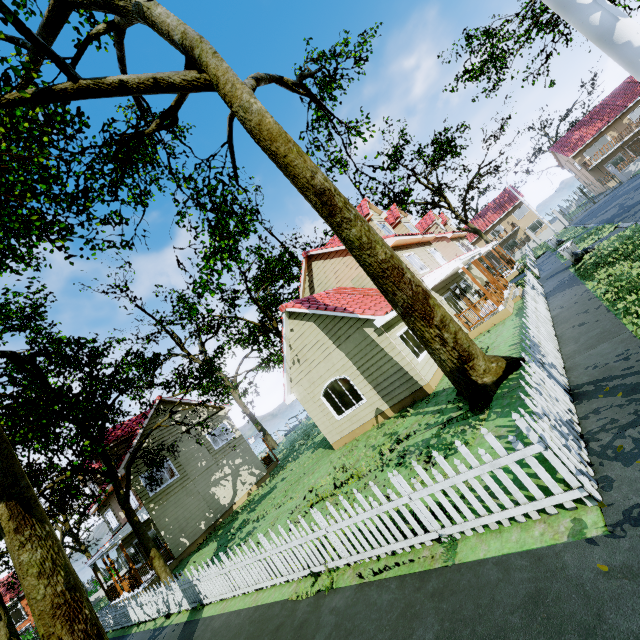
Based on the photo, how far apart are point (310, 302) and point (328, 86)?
15.13m

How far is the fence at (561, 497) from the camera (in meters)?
3.61

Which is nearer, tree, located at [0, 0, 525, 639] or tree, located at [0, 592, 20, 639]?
tree, located at [0, 0, 525, 639]

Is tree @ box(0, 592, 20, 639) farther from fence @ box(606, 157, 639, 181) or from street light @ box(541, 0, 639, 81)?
street light @ box(541, 0, 639, 81)

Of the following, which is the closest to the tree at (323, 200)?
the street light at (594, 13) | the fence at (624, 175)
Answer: the fence at (624, 175)

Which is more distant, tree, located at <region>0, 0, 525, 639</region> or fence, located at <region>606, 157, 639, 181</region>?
fence, located at <region>606, 157, 639, 181</region>

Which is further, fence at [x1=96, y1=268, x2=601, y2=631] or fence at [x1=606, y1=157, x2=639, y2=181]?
fence at [x1=606, y1=157, x2=639, y2=181]

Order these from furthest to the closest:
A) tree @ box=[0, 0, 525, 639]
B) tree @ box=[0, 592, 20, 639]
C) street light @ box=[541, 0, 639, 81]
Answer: tree @ box=[0, 592, 20, 639] < tree @ box=[0, 0, 525, 639] < street light @ box=[541, 0, 639, 81]
